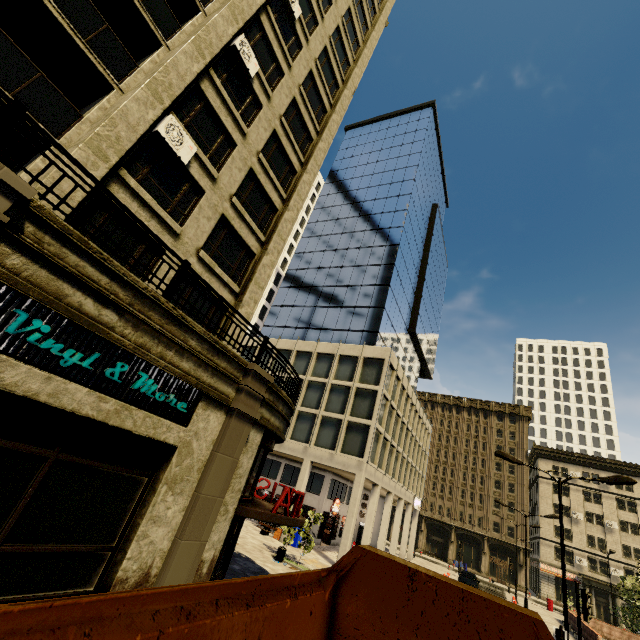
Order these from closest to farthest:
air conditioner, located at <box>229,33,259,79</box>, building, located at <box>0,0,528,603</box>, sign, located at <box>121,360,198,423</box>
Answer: building, located at <box>0,0,528,603</box>
sign, located at <box>121,360,198,423</box>
air conditioner, located at <box>229,33,259,79</box>

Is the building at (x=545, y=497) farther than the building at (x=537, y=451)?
Yes

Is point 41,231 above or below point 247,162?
below

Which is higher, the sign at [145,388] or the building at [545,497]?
the building at [545,497]

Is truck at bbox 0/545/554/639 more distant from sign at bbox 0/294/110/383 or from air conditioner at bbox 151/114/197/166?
air conditioner at bbox 151/114/197/166

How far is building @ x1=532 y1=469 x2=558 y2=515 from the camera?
51.78m

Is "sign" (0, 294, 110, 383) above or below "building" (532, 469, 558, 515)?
below

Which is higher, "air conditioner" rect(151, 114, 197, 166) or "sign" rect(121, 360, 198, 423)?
"air conditioner" rect(151, 114, 197, 166)
